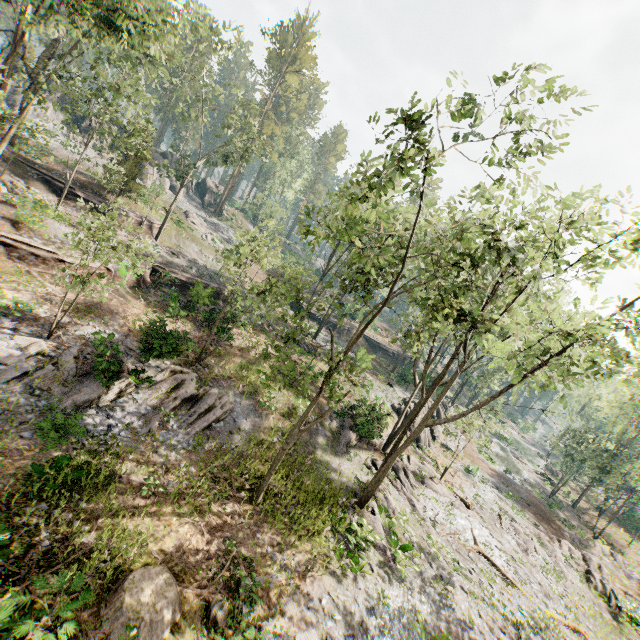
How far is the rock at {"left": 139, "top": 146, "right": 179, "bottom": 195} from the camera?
46.4 meters

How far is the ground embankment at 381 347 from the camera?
51.4 meters

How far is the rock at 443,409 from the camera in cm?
3772

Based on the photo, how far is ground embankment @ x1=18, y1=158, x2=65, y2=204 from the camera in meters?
27.6

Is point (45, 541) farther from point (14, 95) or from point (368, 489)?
point (14, 95)

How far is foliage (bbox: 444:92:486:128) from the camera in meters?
8.4

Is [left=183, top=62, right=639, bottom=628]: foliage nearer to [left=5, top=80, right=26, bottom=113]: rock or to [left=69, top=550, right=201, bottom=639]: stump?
[left=5, top=80, right=26, bottom=113]: rock

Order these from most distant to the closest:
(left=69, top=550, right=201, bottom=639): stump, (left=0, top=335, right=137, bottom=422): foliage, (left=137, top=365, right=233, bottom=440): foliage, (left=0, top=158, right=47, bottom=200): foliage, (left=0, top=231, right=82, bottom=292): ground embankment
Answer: (left=0, top=158, right=47, bottom=200): foliage → (left=0, top=231, right=82, bottom=292): ground embankment → (left=137, top=365, right=233, bottom=440): foliage → (left=0, top=335, right=137, bottom=422): foliage → (left=69, top=550, right=201, bottom=639): stump
